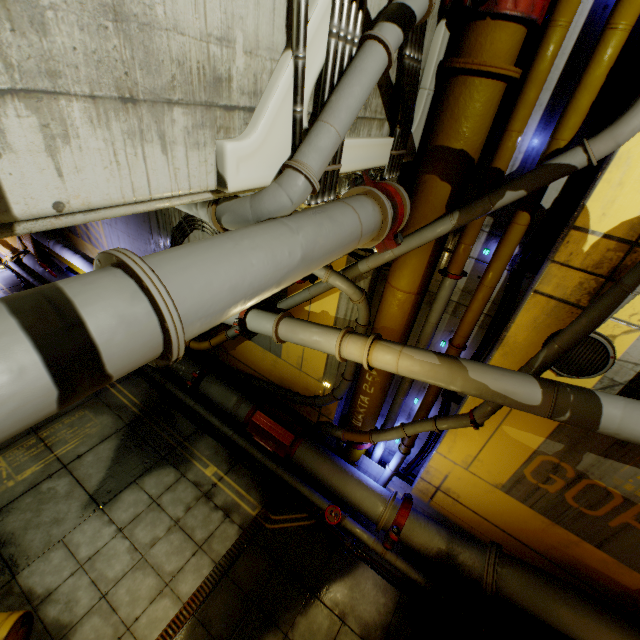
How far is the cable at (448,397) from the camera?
6.49m

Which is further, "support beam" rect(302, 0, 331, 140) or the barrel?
the barrel

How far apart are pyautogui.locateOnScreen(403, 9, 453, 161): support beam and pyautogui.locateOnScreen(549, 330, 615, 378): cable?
3.2m

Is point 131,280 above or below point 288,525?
above

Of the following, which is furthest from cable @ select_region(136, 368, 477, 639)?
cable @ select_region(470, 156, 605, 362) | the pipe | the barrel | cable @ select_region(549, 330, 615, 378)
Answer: cable @ select_region(549, 330, 615, 378)

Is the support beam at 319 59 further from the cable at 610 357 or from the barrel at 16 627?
the barrel at 16 627

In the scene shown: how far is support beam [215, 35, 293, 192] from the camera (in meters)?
2.05

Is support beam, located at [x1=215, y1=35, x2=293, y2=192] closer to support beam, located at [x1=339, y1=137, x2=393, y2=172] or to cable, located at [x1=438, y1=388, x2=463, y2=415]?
support beam, located at [x1=339, y1=137, x2=393, y2=172]
